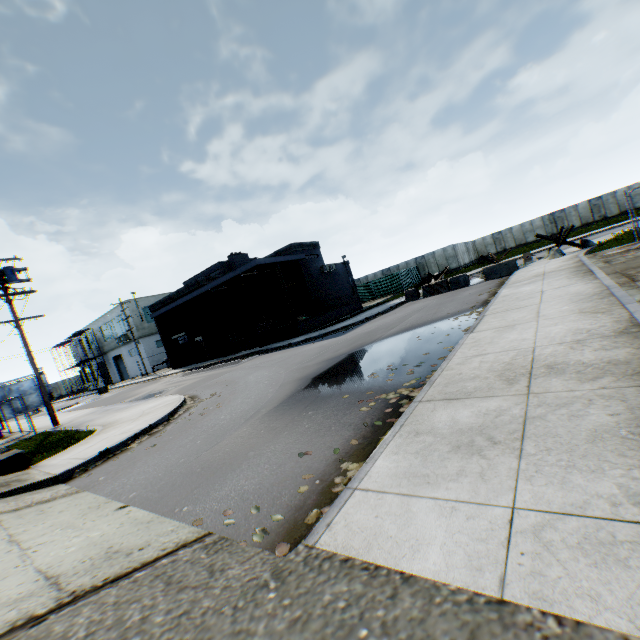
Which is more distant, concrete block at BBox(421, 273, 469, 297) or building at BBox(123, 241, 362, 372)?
building at BBox(123, 241, 362, 372)

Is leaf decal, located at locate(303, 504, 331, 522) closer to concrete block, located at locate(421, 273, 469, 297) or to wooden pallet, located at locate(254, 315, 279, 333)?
concrete block, located at locate(421, 273, 469, 297)

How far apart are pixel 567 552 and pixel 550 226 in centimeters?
5186cm

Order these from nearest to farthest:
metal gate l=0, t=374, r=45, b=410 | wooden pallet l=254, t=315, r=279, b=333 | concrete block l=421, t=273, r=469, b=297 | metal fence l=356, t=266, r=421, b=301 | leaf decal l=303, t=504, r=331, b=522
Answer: leaf decal l=303, t=504, r=331, b=522 < concrete block l=421, t=273, r=469, b=297 < wooden pallet l=254, t=315, r=279, b=333 < metal fence l=356, t=266, r=421, b=301 < metal gate l=0, t=374, r=45, b=410

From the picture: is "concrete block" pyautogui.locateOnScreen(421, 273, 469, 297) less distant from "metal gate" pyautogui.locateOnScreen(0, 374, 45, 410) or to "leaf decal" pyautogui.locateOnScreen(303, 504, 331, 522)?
"leaf decal" pyautogui.locateOnScreen(303, 504, 331, 522)

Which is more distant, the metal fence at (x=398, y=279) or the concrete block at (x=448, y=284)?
the metal fence at (x=398, y=279)

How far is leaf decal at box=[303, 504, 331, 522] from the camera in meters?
3.1 m

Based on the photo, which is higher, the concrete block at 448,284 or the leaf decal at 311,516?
the concrete block at 448,284
